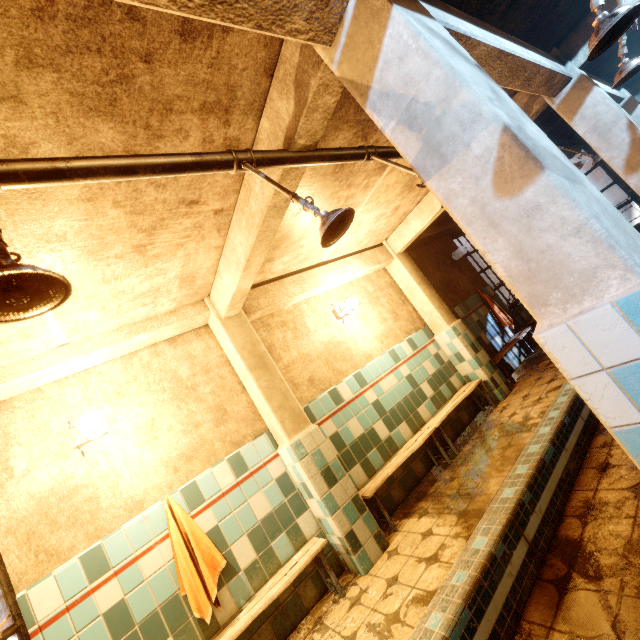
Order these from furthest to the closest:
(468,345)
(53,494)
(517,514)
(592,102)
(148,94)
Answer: (468,345)
(592,102)
(53,494)
(517,514)
(148,94)

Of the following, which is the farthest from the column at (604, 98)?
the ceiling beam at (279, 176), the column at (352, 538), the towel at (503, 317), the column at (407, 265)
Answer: the column at (352, 538)

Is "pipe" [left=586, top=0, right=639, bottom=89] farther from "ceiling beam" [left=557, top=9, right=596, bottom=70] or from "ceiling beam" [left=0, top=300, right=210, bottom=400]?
"ceiling beam" [left=0, top=300, right=210, bottom=400]

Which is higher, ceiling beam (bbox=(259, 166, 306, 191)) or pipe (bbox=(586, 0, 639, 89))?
ceiling beam (bbox=(259, 166, 306, 191))

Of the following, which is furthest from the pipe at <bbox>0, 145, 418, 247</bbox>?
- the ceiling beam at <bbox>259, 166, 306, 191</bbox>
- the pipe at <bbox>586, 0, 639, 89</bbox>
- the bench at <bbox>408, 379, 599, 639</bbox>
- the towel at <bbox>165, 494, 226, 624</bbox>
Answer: the towel at <bbox>165, 494, 226, 624</bbox>

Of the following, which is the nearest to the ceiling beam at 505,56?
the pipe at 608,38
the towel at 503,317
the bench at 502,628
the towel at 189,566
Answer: the pipe at 608,38

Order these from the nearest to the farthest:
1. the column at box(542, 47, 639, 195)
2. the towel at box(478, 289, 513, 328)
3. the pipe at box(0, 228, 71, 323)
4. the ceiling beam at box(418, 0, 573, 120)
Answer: the pipe at box(0, 228, 71, 323), the ceiling beam at box(418, 0, 573, 120), the column at box(542, 47, 639, 195), the towel at box(478, 289, 513, 328)

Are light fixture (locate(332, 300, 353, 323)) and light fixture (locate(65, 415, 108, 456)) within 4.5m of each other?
yes
